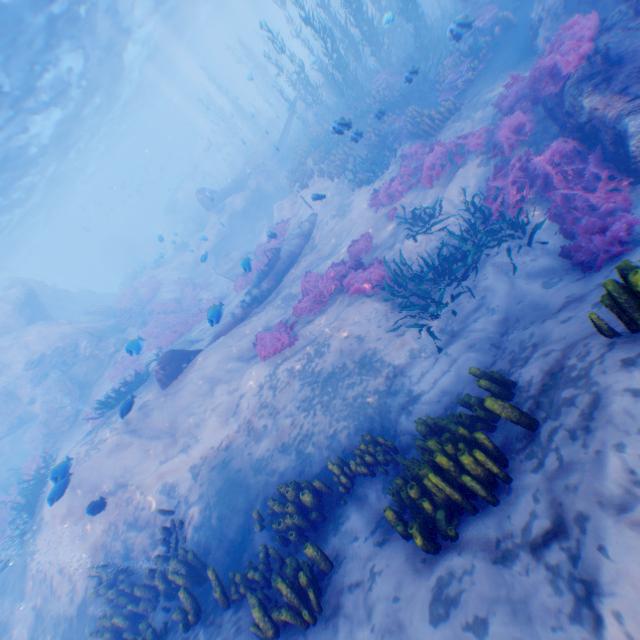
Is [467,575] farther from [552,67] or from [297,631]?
[552,67]

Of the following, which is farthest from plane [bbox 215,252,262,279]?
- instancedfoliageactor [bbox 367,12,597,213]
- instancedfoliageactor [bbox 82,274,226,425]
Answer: instancedfoliageactor [bbox 367,12,597,213]

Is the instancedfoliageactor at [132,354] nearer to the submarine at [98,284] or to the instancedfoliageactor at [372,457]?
the instancedfoliageactor at [372,457]

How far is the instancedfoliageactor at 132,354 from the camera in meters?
8.9 m

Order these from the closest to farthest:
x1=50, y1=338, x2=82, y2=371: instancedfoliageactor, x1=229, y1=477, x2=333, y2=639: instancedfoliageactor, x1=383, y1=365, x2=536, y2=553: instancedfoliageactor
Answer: x1=383, y1=365, x2=536, y2=553: instancedfoliageactor < x1=229, y1=477, x2=333, y2=639: instancedfoliageactor < x1=50, y1=338, x2=82, y2=371: instancedfoliageactor

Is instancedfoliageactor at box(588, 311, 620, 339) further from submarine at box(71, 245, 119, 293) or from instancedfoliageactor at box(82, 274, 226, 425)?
submarine at box(71, 245, 119, 293)

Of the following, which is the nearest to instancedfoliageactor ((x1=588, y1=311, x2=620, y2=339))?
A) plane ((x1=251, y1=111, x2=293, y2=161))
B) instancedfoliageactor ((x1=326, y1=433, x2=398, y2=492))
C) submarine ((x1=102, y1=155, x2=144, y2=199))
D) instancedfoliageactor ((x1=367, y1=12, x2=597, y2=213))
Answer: instancedfoliageactor ((x1=367, y1=12, x2=597, y2=213))

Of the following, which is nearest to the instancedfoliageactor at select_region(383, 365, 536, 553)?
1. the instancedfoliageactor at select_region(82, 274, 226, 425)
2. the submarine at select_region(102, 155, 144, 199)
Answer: the instancedfoliageactor at select_region(82, 274, 226, 425)
